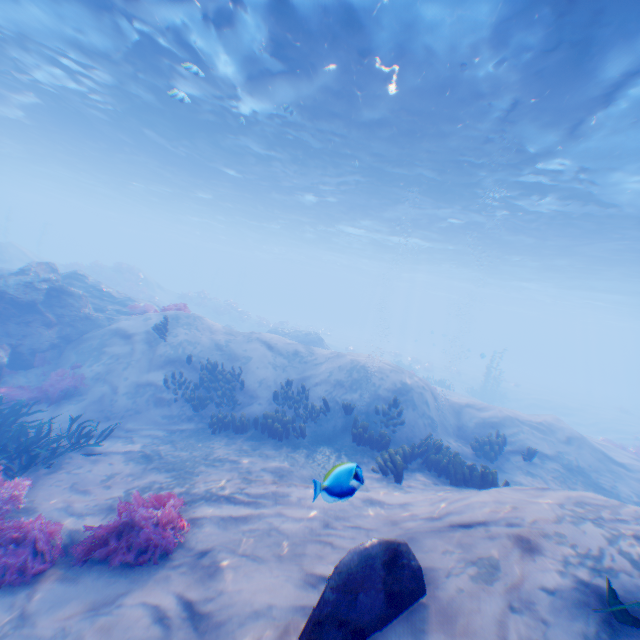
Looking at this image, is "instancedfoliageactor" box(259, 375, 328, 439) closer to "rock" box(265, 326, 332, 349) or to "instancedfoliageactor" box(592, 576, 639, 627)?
"instancedfoliageactor" box(592, 576, 639, 627)

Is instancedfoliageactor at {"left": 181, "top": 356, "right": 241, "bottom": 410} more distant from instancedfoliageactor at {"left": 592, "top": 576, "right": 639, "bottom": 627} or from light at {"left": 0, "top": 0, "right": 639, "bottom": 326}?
instancedfoliageactor at {"left": 592, "top": 576, "right": 639, "bottom": 627}

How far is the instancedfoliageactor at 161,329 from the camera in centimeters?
1253cm

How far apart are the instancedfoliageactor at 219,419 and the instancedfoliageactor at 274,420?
1.2 meters

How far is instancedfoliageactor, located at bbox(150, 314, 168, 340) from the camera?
12.5 meters

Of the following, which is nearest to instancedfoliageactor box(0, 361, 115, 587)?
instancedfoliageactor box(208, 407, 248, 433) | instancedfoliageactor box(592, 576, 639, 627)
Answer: instancedfoliageactor box(208, 407, 248, 433)

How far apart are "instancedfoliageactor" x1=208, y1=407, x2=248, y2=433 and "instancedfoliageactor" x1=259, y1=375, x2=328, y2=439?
A: 1.21m

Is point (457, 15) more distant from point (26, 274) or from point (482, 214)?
point (26, 274)
